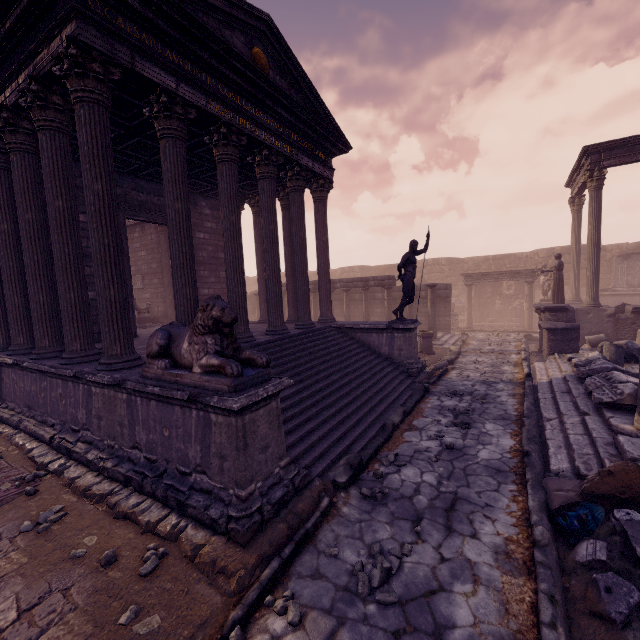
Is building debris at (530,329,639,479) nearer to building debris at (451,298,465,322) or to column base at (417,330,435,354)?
column base at (417,330,435,354)

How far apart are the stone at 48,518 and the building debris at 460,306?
24.67m

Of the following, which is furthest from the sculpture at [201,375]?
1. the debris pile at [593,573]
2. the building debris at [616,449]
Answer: the building debris at [616,449]

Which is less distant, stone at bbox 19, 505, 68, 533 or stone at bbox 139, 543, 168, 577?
stone at bbox 139, 543, 168, 577

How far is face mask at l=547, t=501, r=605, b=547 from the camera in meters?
3.5 m

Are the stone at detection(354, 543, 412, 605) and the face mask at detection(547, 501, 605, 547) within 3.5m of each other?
yes

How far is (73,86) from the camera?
4.9 meters

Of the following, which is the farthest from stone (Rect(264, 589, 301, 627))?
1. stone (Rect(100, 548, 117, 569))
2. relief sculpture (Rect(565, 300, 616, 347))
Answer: stone (Rect(100, 548, 117, 569))
